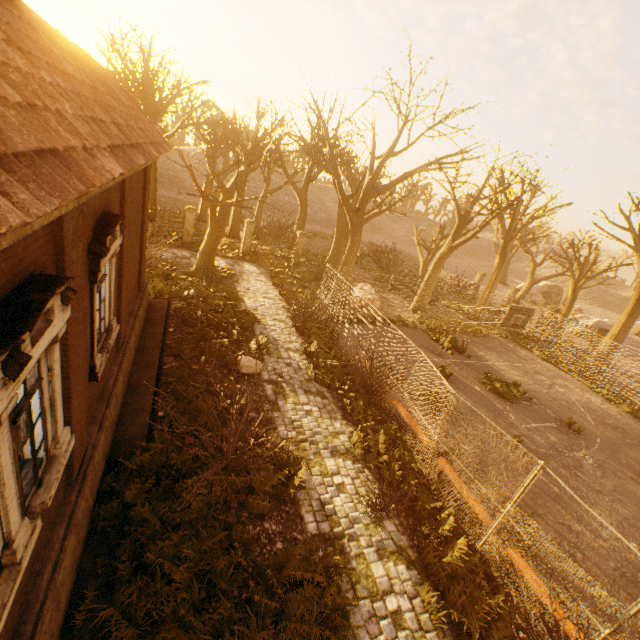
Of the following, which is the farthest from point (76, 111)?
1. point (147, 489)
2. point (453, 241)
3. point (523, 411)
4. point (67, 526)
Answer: point (453, 241)

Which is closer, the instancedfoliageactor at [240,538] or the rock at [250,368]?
the instancedfoliageactor at [240,538]

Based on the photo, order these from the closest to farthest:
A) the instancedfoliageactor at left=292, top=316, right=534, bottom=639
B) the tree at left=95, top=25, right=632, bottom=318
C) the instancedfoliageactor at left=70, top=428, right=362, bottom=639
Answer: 1. the instancedfoliageactor at left=70, top=428, right=362, bottom=639
2. the instancedfoliageactor at left=292, top=316, right=534, bottom=639
3. the tree at left=95, top=25, right=632, bottom=318

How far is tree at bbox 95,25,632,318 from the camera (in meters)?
15.20

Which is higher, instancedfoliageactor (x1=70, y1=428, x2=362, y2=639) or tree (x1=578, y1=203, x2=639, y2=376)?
tree (x1=578, y1=203, x2=639, y2=376)

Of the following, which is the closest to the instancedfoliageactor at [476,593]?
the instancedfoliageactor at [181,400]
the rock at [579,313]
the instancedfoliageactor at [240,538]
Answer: the instancedfoliageactor at [240,538]

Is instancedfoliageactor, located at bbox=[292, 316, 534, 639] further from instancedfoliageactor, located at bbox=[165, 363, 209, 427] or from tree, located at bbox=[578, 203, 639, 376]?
instancedfoliageactor, located at bbox=[165, 363, 209, 427]

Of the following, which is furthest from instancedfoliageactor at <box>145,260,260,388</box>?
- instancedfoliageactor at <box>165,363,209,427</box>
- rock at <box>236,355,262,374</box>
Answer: instancedfoliageactor at <box>165,363,209,427</box>
